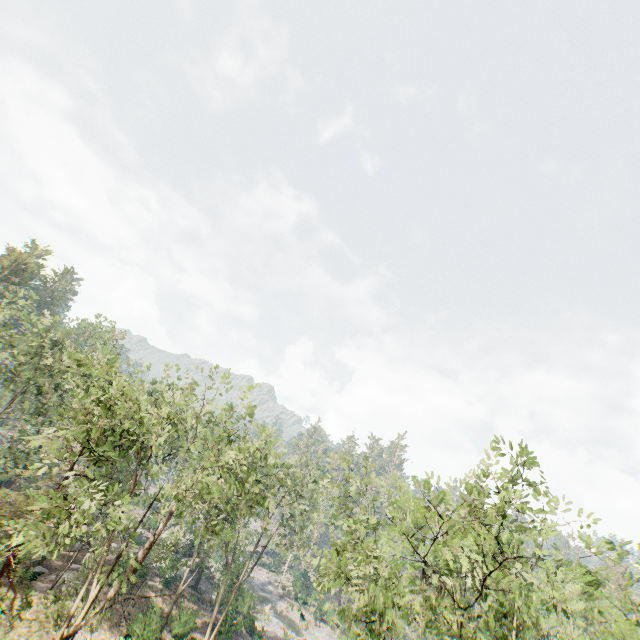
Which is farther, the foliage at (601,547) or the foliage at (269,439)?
the foliage at (601,547)

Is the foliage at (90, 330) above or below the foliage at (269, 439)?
above

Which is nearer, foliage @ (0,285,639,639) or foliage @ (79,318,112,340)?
foliage @ (0,285,639,639)

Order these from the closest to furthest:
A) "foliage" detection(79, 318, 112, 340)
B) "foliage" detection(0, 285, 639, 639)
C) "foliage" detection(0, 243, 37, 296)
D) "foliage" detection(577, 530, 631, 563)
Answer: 1. "foliage" detection(0, 285, 639, 639)
2. "foliage" detection(577, 530, 631, 563)
3. "foliage" detection(79, 318, 112, 340)
4. "foliage" detection(0, 243, 37, 296)

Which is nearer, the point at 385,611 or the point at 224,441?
the point at 385,611

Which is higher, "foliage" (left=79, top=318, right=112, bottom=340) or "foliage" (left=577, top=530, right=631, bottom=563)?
"foliage" (left=79, top=318, right=112, bottom=340)

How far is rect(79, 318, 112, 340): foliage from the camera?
38.8m
